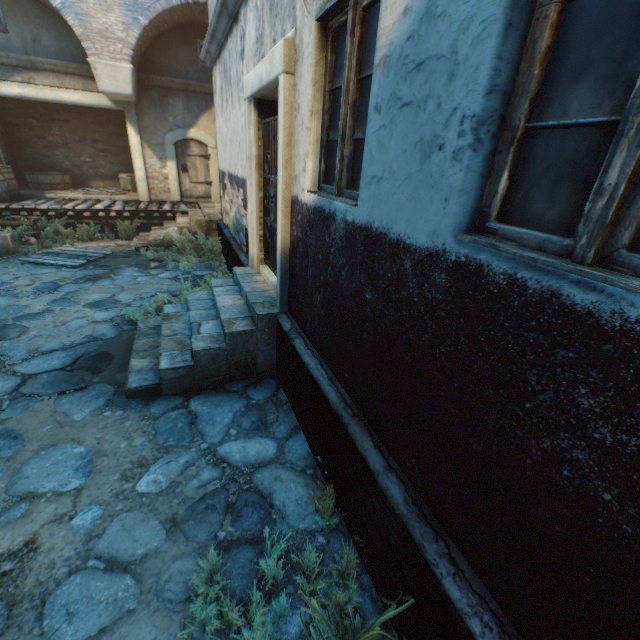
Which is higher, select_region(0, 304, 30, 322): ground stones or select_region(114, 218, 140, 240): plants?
select_region(114, 218, 140, 240): plants

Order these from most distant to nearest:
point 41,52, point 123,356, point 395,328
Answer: point 41,52, point 123,356, point 395,328

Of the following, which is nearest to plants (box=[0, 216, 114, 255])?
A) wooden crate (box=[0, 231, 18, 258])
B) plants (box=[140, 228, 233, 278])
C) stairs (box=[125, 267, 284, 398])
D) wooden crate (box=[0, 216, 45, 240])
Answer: wooden crate (box=[0, 216, 45, 240])

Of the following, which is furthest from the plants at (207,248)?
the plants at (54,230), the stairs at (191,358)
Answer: the stairs at (191,358)

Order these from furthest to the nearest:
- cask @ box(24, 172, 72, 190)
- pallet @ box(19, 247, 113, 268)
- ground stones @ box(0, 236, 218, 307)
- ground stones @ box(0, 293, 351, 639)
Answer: cask @ box(24, 172, 72, 190) < pallet @ box(19, 247, 113, 268) < ground stones @ box(0, 236, 218, 307) < ground stones @ box(0, 293, 351, 639)

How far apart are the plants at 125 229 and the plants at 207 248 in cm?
167

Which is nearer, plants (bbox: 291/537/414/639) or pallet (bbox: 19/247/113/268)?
plants (bbox: 291/537/414/639)

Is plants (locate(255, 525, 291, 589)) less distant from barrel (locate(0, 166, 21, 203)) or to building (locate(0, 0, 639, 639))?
building (locate(0, 0, 639, 639))
